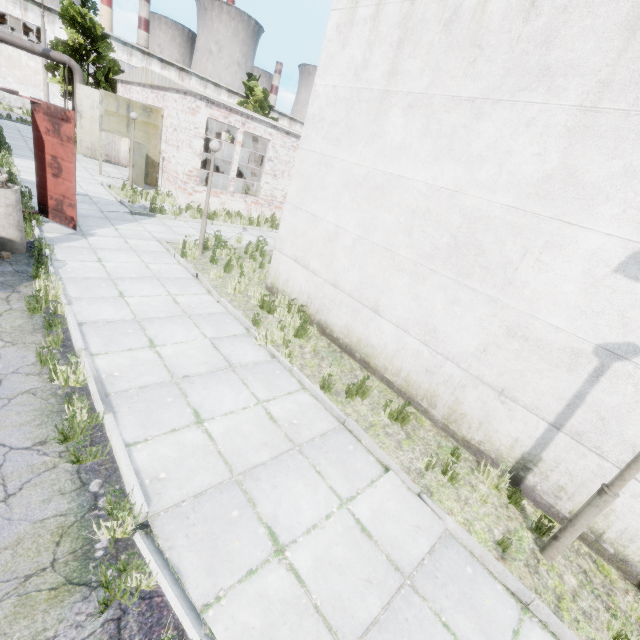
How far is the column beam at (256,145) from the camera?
20.0 meters

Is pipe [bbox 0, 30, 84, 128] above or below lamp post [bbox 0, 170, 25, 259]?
above

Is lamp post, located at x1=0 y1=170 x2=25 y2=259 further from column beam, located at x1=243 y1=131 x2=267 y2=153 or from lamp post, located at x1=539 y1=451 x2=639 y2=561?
column beam, located at x1=243 y1=131 x2=267 y2=153

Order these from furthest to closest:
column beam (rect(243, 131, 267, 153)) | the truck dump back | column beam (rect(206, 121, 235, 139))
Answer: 1. column beam (rect(206, 121, 235, 139))
2. column beam (rect(243, 131, 267, 153))
3. the truck dump back

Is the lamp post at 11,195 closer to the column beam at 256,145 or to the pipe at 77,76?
the column beam at 256,145

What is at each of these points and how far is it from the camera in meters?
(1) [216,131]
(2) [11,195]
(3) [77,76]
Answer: (1) column beam, 23.8
(2) lamp post, 6.7
(3) pipe, 21.6

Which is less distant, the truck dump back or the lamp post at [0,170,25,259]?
the lamp post at [0,170,25,259]

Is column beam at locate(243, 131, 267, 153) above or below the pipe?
below
